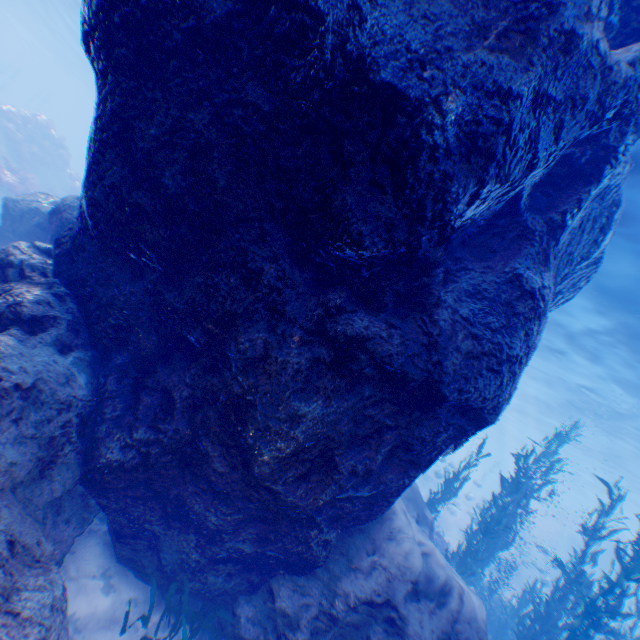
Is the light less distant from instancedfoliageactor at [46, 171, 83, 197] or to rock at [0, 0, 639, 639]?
rock at [0, 0, 639, 639]

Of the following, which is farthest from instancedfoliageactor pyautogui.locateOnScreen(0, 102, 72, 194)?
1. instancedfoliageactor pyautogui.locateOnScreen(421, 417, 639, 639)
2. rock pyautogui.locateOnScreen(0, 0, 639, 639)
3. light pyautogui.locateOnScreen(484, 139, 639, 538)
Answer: instancedfoliageactor pyautogui.locateOnScreen(421, 417, 639, 639)

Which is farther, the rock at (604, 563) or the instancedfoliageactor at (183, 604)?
the rock at (604, 563)

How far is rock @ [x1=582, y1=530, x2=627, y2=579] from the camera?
27.17m

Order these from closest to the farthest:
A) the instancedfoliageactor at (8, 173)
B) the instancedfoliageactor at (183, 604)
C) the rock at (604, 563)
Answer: the instancedfoliageactor at (183, 604)
the instancedfoliageactor at (8, 173)
the rock at (604, 563)

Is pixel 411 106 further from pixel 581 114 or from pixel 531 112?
pixel 581 114

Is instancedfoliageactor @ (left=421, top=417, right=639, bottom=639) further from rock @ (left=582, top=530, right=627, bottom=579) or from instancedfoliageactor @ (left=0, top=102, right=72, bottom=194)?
instancedfoliageactor @ (left=0, top=102, right=72, bottom=194)

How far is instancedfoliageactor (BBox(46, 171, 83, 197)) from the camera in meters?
22.8
